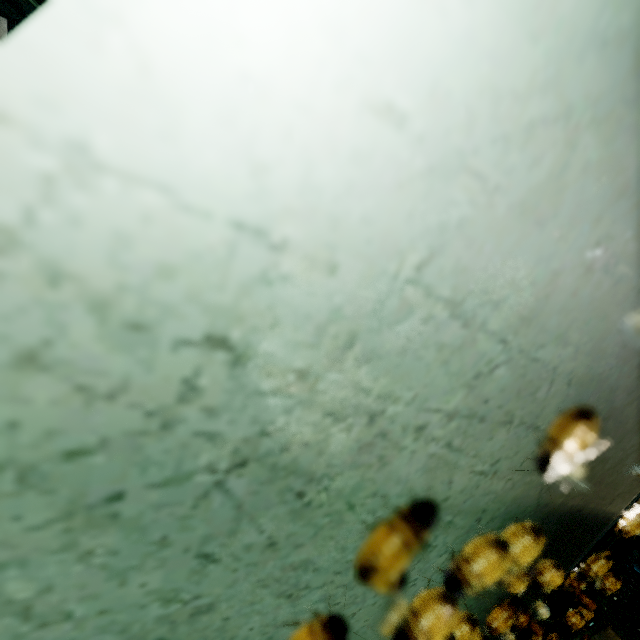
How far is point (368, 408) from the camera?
0.2 meters
